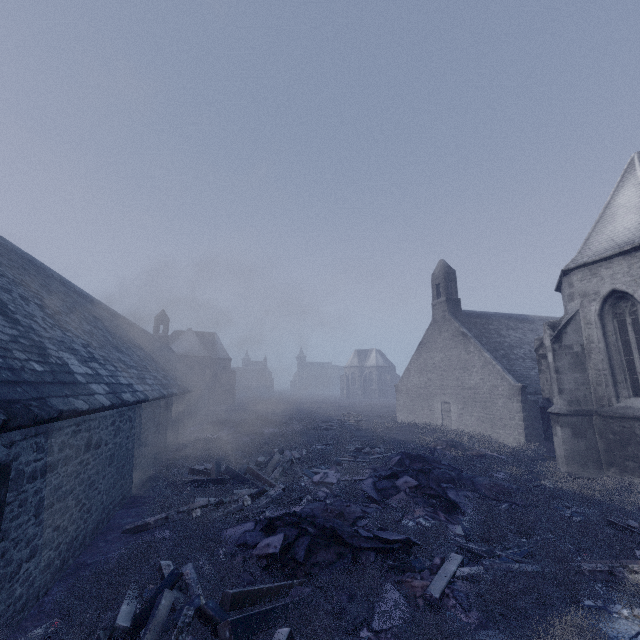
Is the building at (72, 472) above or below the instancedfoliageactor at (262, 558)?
above

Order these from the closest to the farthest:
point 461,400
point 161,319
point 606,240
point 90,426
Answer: point 90,426, point 606,240, point 461,400, point 161,319

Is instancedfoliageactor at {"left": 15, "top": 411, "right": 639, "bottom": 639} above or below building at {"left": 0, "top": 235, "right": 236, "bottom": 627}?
below
